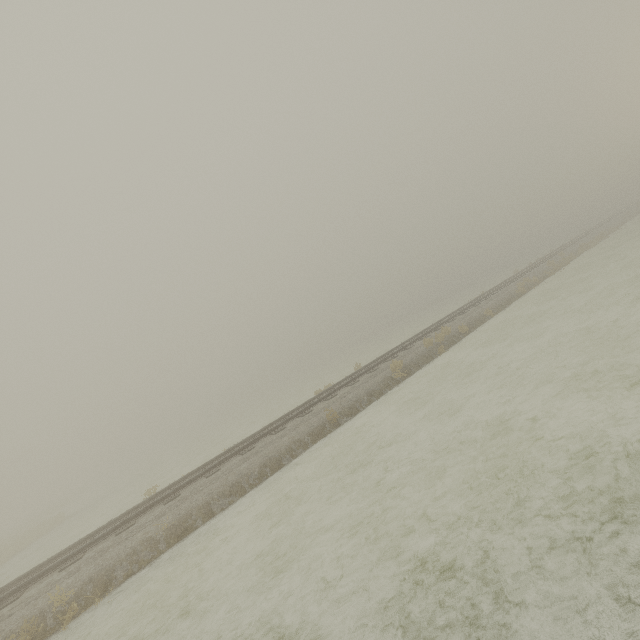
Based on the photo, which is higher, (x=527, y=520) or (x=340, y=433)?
(x=340, y=433)
